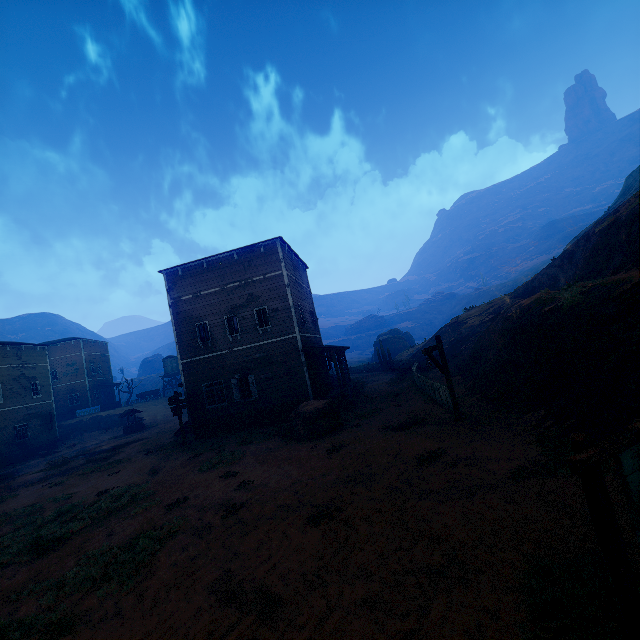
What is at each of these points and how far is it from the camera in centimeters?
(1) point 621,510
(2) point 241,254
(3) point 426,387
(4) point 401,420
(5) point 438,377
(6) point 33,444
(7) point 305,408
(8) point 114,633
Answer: (1) z, 522cm
(2) building, 2025cm
(3) fence, 1658cm
(4) instancedfoliageactor, 1241cm
(5) z, 2034cm
(6) building, 3141cm
(7) instancedfoliageactor, 1484cm
(8) z, 504cm

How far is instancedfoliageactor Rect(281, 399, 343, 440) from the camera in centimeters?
1405cm

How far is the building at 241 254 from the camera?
19.3m

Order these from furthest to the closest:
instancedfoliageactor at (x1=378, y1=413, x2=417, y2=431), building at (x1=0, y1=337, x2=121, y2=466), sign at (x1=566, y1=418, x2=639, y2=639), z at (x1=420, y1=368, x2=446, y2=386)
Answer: building at (x1=0, y1=337, x2=121, y2=466)
z at (x1=420, y1=368, x2=446, y2=386)
instancedfoliageactor at (x1=378, y1=413, x2=417, y2=431)
sign at (x1=566, y1=418, x2=639, y2=639)

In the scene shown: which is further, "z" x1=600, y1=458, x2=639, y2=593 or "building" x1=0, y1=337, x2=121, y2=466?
"building" x1=0, y1=337, x2=121, y2=466

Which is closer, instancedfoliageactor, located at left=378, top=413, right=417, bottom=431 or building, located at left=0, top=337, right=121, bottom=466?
instancedfoliageactor, located at left=378, top=413, right=417, bottom=431

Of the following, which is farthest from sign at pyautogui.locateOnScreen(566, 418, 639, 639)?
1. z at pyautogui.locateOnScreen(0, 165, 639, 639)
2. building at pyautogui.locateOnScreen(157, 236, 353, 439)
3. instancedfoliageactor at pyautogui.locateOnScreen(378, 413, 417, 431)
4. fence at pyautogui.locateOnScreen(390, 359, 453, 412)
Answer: → building at pyautogui.locateOnScreen(157, 236, 353, 439)

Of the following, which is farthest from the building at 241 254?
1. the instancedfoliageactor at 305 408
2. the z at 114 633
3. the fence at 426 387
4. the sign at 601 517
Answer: the sign at 601 517
